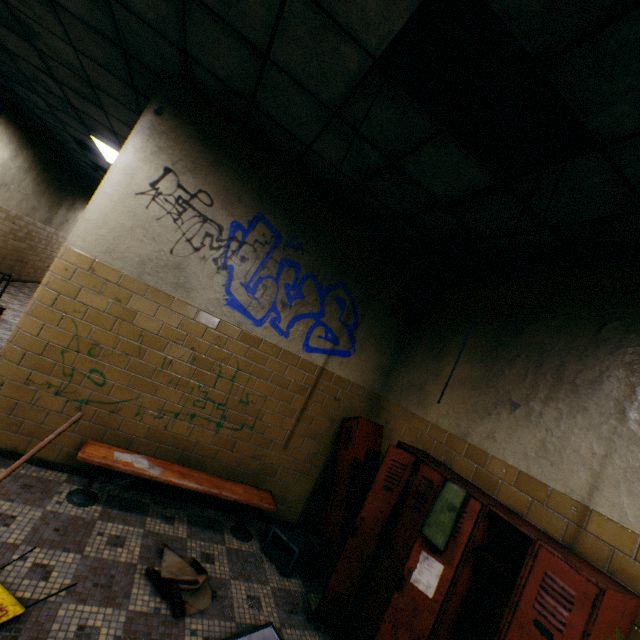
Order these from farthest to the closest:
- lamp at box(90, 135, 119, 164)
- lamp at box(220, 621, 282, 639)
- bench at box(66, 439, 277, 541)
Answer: lamp at box(90, 135, 119, 164)
bench at box(66, 439, 277, 541)
lamp at box(220, 621, 282, 639)

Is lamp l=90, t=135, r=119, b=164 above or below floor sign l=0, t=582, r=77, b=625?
above

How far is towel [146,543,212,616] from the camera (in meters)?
2.36

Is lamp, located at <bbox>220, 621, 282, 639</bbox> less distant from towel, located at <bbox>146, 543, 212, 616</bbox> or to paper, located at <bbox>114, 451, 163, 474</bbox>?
towel, located at <bbox>146, 543, 212, 616</bbox>

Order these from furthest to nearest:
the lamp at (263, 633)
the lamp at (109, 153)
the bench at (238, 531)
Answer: the lamp at (109, 153)
the bench at (238, 531)
the lamp at (263, 633)

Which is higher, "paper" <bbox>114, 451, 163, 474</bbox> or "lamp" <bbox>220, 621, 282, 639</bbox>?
"paper" <bbox>114, 451, 163, 474</bbox>

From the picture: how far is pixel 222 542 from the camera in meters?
3.2

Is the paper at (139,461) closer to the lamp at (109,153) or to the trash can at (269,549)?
the trash can at (269,549)
